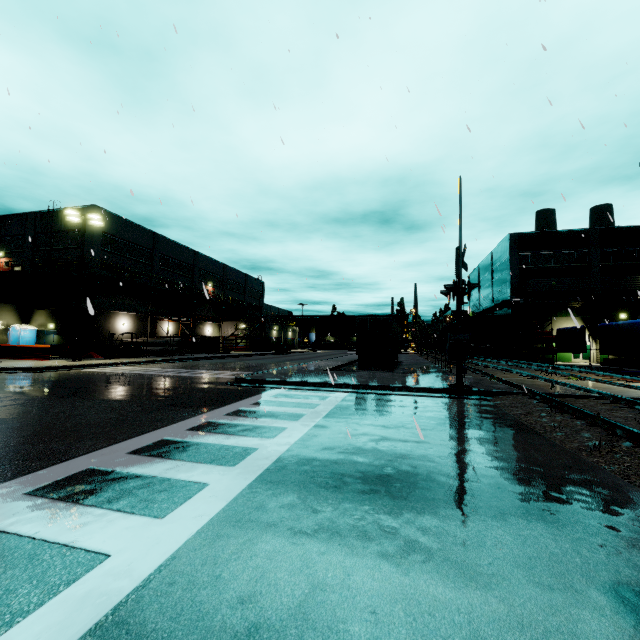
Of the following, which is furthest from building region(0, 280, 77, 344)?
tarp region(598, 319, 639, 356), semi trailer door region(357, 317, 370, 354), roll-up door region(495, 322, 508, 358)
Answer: semi trailer door region(357, 317, 370, 354)

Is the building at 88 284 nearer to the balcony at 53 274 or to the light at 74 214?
the balcony at 53 274

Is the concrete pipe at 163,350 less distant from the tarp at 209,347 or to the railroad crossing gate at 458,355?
the tarp at 209,347

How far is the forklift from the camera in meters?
25.9 m

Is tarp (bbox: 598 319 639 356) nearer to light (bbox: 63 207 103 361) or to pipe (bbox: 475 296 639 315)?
pipe (bbox: 475 296 639 315)

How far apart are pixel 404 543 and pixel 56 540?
3.1 meters

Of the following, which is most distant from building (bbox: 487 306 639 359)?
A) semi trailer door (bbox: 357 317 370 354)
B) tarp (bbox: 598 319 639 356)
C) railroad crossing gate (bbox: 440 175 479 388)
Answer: railroad crossing gate (bbox: 440 175 479 388)

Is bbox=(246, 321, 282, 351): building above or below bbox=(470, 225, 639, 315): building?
below
